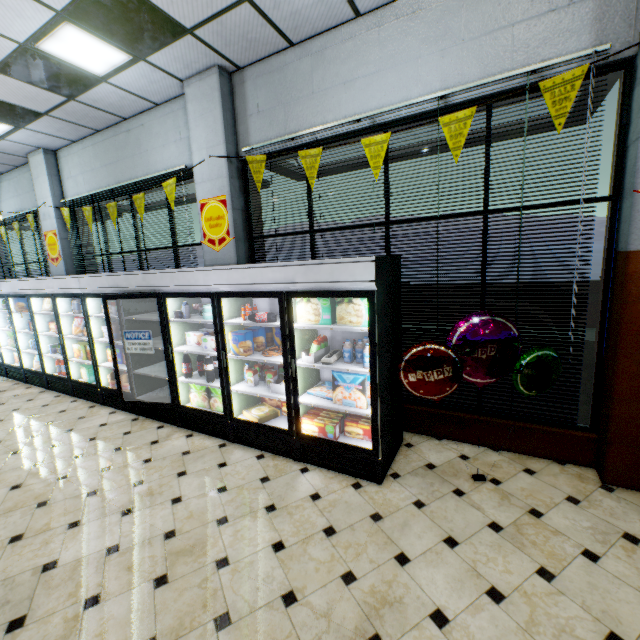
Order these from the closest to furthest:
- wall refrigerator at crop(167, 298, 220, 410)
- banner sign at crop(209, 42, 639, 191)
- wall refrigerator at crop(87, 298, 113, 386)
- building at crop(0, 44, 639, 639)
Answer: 1. building at crop(0, 44, 639, 639)
2. banner sign at crop(209, 42, 639, 191)
3. wall refrigerator at crop(167, 298, 220, 410)
4. wall refrigerator at crop(87, 298, 113, 386)

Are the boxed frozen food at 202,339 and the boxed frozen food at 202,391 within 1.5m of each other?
yes

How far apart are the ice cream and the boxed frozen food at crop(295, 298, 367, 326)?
1.4 meters

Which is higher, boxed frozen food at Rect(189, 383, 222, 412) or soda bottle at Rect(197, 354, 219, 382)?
soda bottle at Rect(197, 354, 219, 382)

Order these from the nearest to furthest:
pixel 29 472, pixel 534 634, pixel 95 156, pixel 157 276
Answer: pixel 534 634
pixel 29 472
pixel 157 276
pixel 95 156

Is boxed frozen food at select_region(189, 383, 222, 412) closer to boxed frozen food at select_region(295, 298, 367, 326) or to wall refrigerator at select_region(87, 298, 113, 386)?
wall refrigerator at select_region(87, 298, 113, 386)

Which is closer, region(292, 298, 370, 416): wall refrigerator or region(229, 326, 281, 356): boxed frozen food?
region(292, 298, 370, 416): wall refrigerator

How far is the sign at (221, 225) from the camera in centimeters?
476cm
